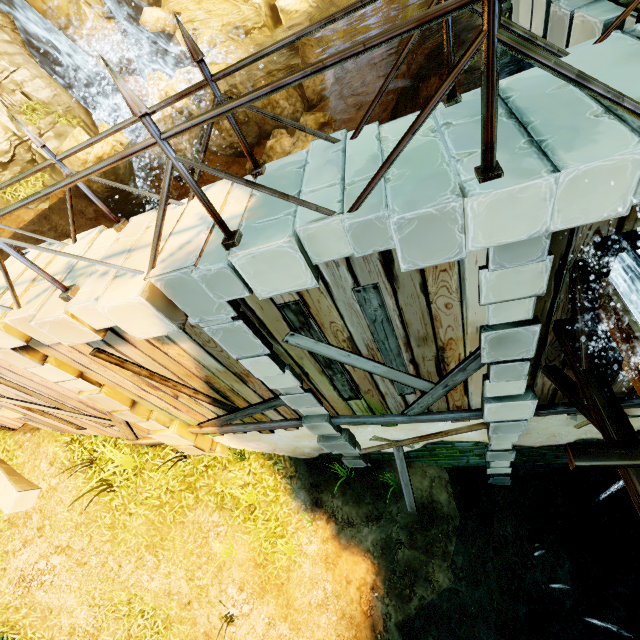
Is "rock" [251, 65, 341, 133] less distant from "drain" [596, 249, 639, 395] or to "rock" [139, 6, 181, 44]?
"rock" [139, 6, 181, 44]

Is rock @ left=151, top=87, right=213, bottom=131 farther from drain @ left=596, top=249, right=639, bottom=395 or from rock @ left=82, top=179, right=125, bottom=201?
drain @ left=596, top=249, right=639, bottom=395

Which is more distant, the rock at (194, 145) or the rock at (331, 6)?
the rock at (331, 6)

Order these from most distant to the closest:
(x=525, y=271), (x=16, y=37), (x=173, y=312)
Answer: (x=16, y=37)
(x=173, y=312)
(x=525, y=271)

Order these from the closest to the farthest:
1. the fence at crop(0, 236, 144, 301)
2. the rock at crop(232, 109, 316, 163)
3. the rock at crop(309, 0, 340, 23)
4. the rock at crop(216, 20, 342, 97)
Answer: the fence at crop(0, 236, 144, 301) → the rock at crop(232, 109, 316, 163) → the rock at crop(216, 20, 342, 97) → the rock at crop(309, 0, 340, 23)

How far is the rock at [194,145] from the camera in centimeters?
1548cm

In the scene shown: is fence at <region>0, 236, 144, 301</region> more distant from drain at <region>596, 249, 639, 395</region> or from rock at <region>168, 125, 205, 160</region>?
rock at <region>168, 125, 205, 160</region>

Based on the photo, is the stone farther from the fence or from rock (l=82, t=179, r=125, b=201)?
rock (l=82, t=179, r=125, b=201)
